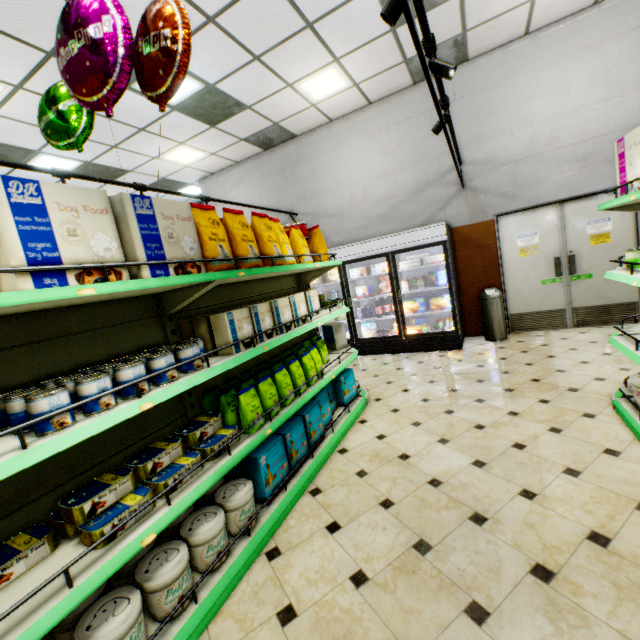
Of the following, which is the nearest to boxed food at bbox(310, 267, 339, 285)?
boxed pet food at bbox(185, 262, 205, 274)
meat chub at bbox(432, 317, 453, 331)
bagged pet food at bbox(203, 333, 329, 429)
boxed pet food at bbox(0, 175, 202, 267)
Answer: meat chub at bbox(432, 317, 453, 331)

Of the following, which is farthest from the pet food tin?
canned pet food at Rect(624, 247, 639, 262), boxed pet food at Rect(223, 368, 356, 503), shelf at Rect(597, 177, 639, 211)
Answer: canned pet food at Rect(624, 247, 639, 262)

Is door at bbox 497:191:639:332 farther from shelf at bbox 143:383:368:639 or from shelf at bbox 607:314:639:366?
shelf at bbox 143:383:368:639

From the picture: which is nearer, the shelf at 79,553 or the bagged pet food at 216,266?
the shelf at 79,553

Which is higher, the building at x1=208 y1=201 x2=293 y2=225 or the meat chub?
the building at x1=208 y1=201 x2=293 y2=225

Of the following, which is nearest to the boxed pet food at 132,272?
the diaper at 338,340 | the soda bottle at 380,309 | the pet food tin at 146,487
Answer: the pet food tin at 146,487

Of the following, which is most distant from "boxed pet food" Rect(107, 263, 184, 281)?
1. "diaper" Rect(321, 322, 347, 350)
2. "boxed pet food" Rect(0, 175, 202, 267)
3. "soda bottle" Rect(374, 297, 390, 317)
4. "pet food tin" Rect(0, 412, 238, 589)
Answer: "soda bottle" Rect(374, 297, 390, 317)

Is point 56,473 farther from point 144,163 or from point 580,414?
point 144,163
